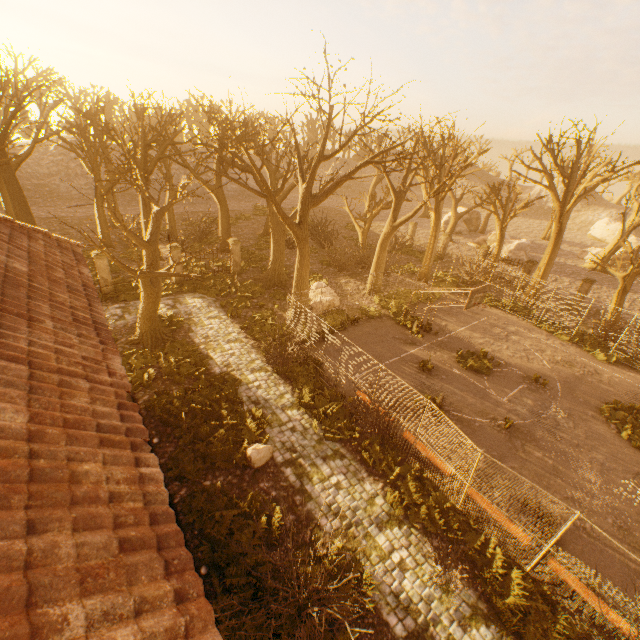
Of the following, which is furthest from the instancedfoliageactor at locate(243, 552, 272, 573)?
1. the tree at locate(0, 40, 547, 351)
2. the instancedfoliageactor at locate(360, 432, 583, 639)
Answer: the tree at locate(0, 40, 547, 351)

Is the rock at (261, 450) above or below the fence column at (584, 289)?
below

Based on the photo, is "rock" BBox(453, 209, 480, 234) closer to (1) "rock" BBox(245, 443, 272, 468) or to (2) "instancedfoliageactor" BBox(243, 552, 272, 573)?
(1) "rock" BBox(245, 443, 272, 468)

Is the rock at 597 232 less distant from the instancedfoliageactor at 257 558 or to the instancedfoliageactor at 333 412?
the instancedfoliageactor at 333 412

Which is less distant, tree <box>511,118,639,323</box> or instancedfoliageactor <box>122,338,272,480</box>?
instancedfoliageactor <box>122,338,272,480</box>

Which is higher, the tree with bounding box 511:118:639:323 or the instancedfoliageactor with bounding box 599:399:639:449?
the tree with bounding box 511:118:639:323

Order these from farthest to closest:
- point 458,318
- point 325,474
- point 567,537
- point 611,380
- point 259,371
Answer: point 458,318, point 611,380, point 259,371, point 325,474, point 567,537

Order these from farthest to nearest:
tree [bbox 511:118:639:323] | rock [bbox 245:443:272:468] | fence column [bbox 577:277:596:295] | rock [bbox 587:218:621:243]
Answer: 1. rock [bbox 587:218:621:243]
2. fence column [bbox 577:277:596:295]
3. tree [bbox 511:118:639:323]
4. rock [bbox 245:443:272:468]
